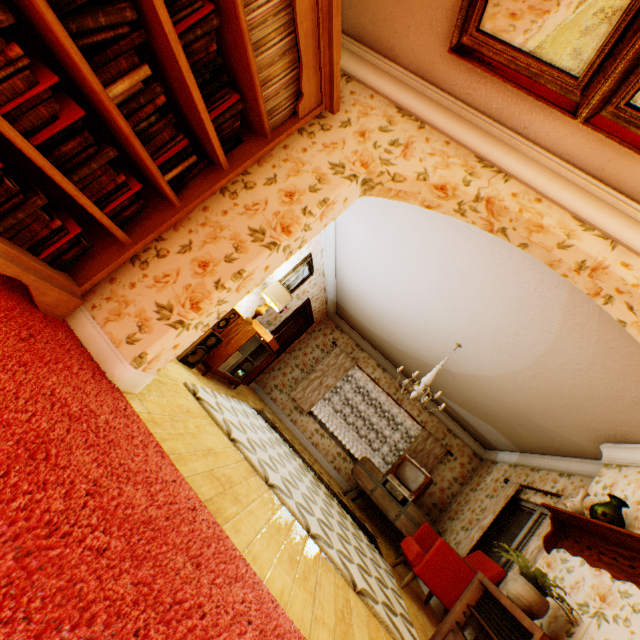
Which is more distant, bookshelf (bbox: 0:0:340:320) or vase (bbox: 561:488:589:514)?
vase (bbox: 561:488:589:514)

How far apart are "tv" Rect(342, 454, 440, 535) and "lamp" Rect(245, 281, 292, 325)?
4.4m

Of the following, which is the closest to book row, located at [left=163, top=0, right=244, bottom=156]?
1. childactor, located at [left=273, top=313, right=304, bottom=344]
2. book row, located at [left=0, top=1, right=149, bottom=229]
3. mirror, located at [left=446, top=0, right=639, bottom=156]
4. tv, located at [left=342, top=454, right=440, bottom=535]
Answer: book row, located at [left=0, top=1, right=149, bottom=229]

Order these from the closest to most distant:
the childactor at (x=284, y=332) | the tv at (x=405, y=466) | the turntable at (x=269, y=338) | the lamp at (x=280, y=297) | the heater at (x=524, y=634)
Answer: the heater at (x=524, y=634)
the lamp at (x=280, y=297)
the turntable at (x=269, y=338)
the tv at (x=405, y=466)
the childactor at (x=284, y=332)

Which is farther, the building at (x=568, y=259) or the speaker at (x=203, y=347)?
the speaker at (x=203, y=347)

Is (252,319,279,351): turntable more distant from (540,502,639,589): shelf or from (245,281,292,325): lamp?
(540,502,639,589): shelf

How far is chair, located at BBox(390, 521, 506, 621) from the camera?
4.29m

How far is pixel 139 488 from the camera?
1.38m
